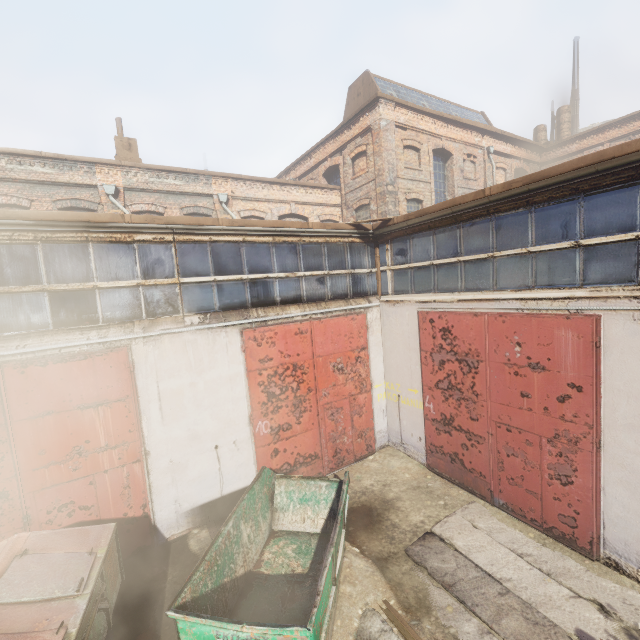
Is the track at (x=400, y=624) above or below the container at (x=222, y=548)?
below

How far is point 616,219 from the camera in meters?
5.0 m

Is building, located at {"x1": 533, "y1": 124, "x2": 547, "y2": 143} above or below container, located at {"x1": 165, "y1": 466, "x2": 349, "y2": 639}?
above

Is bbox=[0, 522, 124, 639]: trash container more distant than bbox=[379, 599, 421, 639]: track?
No

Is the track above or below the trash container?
below

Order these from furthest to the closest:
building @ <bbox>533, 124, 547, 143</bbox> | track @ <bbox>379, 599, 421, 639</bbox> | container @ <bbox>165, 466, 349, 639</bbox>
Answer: building @ <bbox>533, 124, 547, 143</bbox>, track @ <bbox>379, 599, 421, 639</bbox>, container @ <bbox>165, 466, 349, 639</bbox>

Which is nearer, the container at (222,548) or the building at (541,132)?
the container at (222,548)

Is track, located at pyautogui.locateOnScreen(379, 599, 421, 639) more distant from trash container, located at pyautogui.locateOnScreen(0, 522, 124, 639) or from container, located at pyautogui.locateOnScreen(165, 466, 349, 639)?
trash container, located at pyautogui.locateOnScreen(0, 522, 124, 639)
